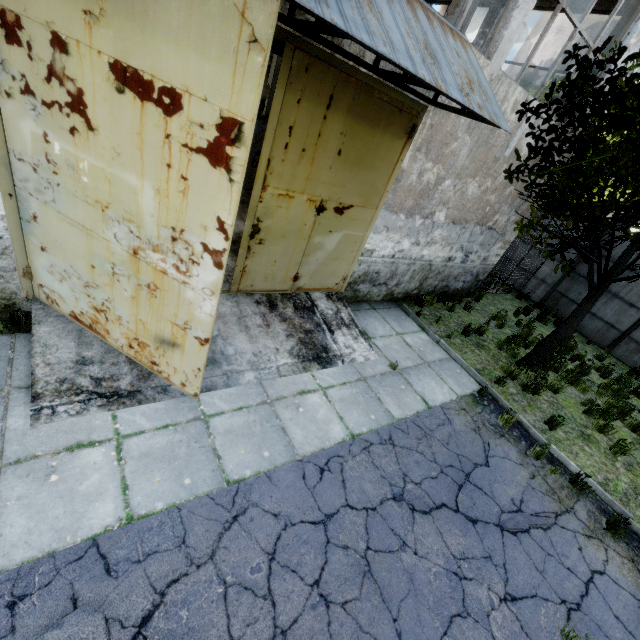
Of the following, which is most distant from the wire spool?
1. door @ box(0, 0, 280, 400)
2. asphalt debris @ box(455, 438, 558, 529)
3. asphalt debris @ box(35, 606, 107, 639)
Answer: asphalt debris @ box(35, 606, 107, 639)

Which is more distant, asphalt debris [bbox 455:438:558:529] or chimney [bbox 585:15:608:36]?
chimney [bbox 585:15:608:36]

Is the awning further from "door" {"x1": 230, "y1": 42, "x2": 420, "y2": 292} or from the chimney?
the chimney

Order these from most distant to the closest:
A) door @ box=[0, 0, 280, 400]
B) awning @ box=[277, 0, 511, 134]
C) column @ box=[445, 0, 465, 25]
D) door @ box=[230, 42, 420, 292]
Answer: column @ box=[445, 0, 465, 25] → door @ box=[230, 42, 420, 292] → awning @ box=[277, 0, 511, 134] → door @ box=[0, 0, 280, 400]

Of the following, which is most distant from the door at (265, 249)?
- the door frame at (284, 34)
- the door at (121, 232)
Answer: the door at (121, 232)

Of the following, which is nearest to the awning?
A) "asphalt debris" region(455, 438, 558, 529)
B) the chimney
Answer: "asphalt debris" region(455, 438, 558, 529)

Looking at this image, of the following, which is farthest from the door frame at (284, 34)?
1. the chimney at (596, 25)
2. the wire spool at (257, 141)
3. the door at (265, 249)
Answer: the chimney at (596, 25)

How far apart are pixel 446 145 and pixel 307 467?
6.5 meters
